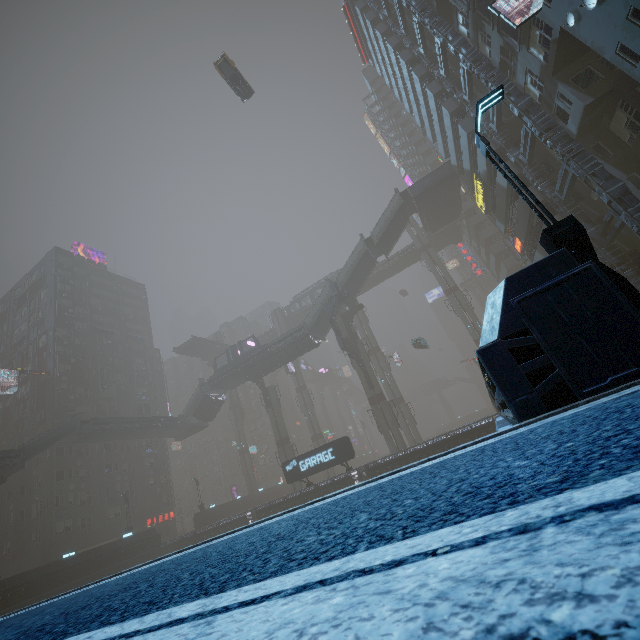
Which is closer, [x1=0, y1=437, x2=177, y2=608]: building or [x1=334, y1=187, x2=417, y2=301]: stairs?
[x1=0, y1=437, x2=177, y2=608]: building

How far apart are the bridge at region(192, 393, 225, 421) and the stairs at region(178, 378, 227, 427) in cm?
1

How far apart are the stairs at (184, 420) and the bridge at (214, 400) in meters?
0.0

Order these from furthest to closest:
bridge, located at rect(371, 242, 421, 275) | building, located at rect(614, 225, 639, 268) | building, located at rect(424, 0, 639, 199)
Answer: bridge, located at rect(371, 242, 421, 275) < building, located at rect(614, 225, 639, 268) < building, located at rect(424, 0, 639, 199)

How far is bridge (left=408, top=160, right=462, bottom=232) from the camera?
38.2m

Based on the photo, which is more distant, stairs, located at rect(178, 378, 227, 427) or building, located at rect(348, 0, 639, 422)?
stairs, located at rect(178, 378, 227, 427)

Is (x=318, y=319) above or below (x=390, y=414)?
above

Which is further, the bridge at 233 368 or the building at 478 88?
the bridge at 233 368
